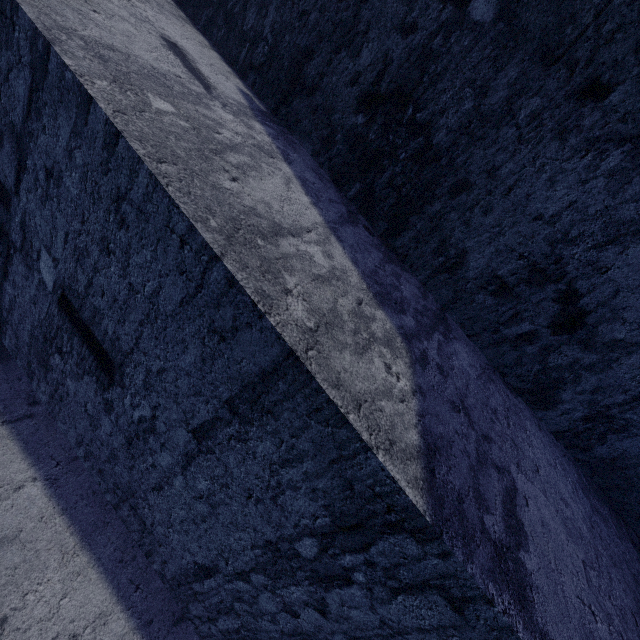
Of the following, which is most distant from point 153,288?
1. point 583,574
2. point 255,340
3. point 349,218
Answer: point 583,574
